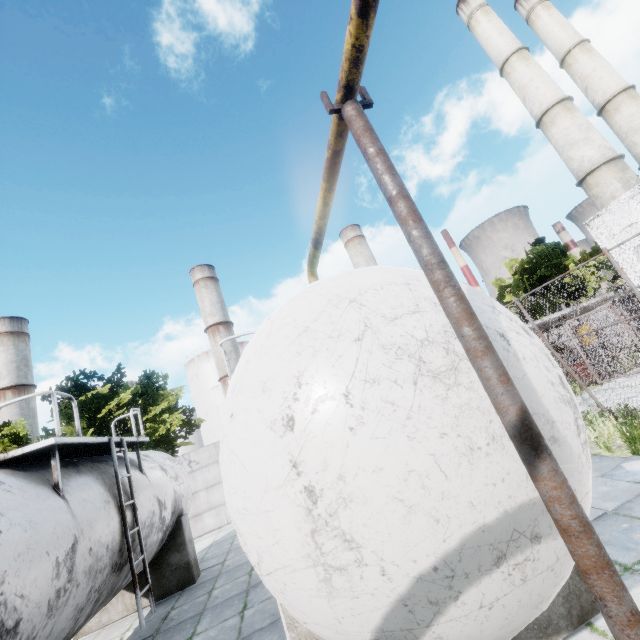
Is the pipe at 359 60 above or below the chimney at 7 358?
below

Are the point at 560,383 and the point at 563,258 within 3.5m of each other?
no

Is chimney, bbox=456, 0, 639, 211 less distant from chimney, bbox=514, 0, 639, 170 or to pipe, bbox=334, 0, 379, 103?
chimney, bbox=514, 0, 639, 170

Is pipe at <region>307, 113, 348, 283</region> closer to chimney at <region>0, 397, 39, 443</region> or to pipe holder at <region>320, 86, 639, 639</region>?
pipe holder at <region>320, 86, 639, 639</region>

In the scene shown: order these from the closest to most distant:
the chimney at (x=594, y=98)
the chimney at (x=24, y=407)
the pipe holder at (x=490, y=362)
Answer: the pipe holder at (x=490, y=362) < the chimney at (x=594, y=98) < the chimney at (x=24, y=407)

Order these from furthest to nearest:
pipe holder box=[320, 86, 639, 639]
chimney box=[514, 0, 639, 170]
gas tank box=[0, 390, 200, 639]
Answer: chimney box=[514, 0, 639, 170] → gas tank box=[0, 390, 200, 639] → pipe holder box=[320, 86, 639, 639]

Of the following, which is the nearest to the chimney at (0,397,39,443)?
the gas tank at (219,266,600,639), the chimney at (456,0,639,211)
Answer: the gas tank at (219,266,600,639)

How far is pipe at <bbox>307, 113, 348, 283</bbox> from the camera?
2.1m
